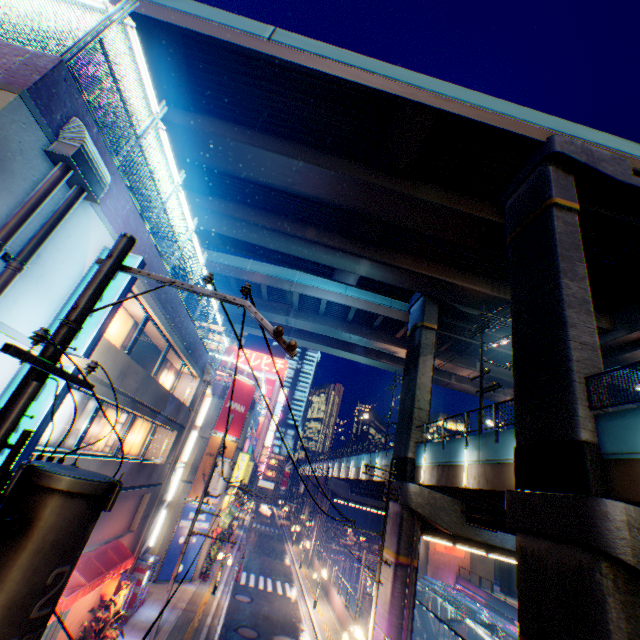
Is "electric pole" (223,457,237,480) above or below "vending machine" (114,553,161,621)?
above

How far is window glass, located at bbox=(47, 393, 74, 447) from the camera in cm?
924

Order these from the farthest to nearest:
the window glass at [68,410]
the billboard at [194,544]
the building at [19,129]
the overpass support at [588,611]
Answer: the billboard at [194,544], the overpass support at [588,611], the window glass at [68,410], the building at [19,129]

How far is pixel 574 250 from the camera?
13.91m

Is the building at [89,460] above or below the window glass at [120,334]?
below

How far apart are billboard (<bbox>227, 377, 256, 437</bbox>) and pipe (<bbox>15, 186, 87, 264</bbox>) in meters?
21.0 m

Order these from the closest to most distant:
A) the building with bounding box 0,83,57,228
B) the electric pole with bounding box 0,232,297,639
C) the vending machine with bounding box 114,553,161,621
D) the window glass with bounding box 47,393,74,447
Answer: the electric pole with bounding box 0,232,297,639 < the building with bounding box 0,83,57,228 < the window glass with bounding box 47,393,74,447 < the vending machine with bounding box 114,553,161,621

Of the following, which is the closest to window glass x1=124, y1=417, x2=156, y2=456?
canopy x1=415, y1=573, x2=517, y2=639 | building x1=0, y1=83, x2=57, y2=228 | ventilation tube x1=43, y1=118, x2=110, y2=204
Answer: building x1=0, y1=83, x2=57, y2=228
